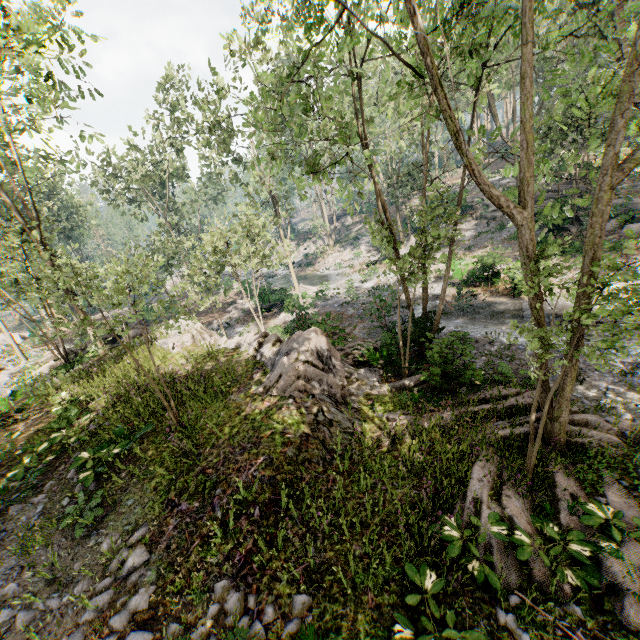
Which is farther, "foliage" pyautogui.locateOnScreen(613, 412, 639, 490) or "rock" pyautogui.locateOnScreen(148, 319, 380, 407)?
"rock" pyautogui.locateOnScreen(148, 319, 380, 407)

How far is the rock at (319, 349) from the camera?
10.2 meters

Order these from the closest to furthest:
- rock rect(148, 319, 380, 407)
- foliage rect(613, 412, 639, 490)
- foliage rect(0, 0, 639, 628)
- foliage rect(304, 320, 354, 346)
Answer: foliage rect(0, 0, 639, 628), foliage rect(613, 412, 639, 490), rock rect(148, 319, 380, 407), foliage rect(304, 320, 354, 346)

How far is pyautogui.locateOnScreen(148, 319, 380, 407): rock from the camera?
10.23m

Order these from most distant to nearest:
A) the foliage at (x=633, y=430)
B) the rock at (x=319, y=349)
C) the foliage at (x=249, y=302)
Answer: the rock at (x=319, y=349) < the foliage at (x=633, y=430) < the foliage at (x=249, y=302)

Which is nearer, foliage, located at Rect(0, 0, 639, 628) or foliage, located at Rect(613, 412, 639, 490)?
foliage, located at Rect(0, 0, 639, 628)

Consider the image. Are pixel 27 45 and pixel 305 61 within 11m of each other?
→ no
